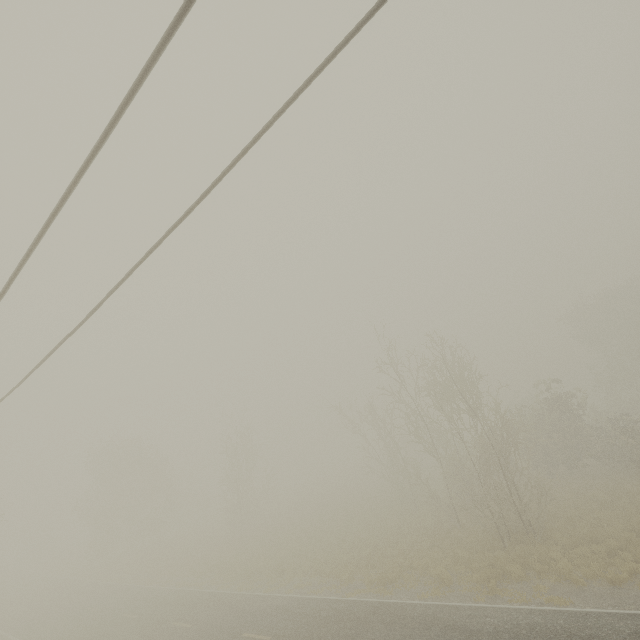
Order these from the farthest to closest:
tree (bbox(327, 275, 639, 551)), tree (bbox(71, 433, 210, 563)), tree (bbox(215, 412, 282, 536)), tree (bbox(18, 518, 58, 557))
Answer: tree (bbox(18, 518, 58, 557)) → tree (bbox(71, 433, 210, 563)) → tree (bbox(215, 412, 282, 536)) → tree (bbox(327, 275, 639, 551))

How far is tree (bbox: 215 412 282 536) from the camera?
36.03m

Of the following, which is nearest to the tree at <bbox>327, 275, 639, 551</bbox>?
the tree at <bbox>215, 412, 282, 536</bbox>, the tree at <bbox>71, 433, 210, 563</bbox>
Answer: the tree at <bbox>215, 412, 282, 536</bbox>

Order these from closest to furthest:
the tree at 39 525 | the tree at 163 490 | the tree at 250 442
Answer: the tree at 250 442, the tree at 163 490, the tree at 39 525

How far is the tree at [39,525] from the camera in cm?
5637

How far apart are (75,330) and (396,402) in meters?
22.8

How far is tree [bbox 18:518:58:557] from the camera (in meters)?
Answer: 56.37
